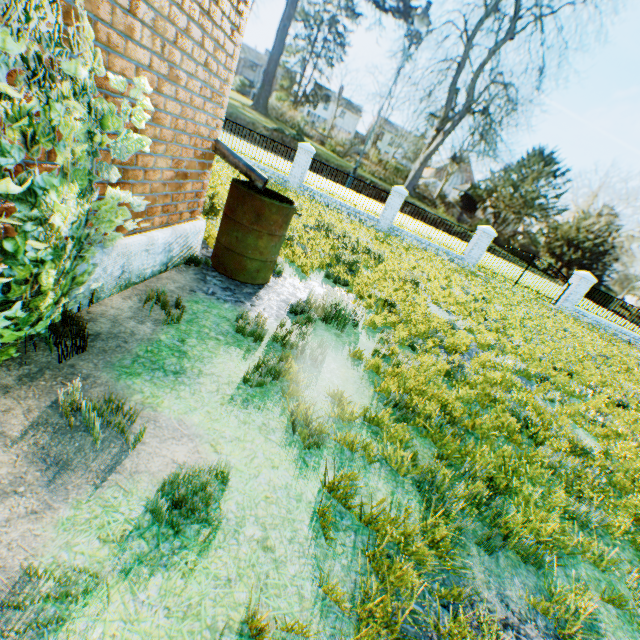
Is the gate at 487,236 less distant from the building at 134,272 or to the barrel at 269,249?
the barrel at 269,249

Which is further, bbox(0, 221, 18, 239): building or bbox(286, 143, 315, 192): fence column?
bbox(286, 143, 315, 192): fence column

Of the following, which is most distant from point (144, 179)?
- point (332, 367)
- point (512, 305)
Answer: point (512, 305)

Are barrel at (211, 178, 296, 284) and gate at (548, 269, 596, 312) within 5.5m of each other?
no

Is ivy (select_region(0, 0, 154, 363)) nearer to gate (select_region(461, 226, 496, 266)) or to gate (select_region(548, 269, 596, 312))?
gate (select_region(461, 226, 496, 266))

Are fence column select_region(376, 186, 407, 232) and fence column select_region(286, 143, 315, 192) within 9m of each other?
yes

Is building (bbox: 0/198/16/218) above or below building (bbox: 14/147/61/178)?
below

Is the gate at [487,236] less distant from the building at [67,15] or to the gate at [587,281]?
the gate at [587,281]
